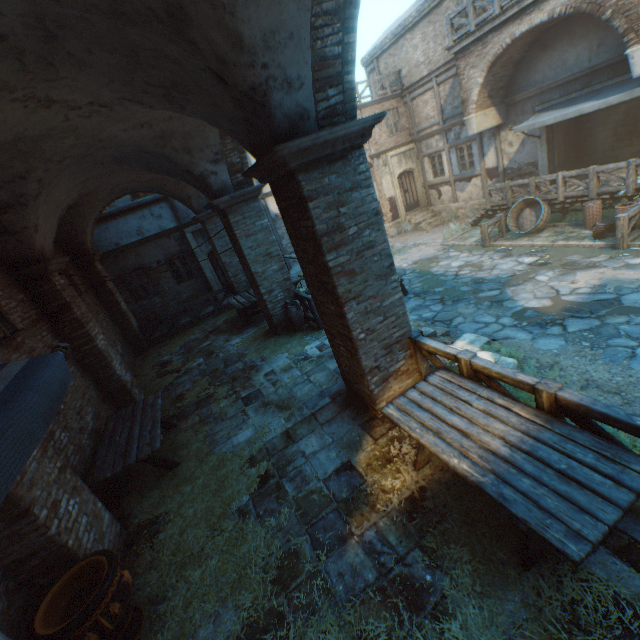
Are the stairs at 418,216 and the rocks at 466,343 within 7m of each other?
no

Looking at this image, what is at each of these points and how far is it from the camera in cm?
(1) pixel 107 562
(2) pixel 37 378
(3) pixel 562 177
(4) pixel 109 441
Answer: (1) ceramic pot, 330
(2) awning, 179
(3) fence, 1148
(4) table, 573

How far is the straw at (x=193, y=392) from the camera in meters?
7.8

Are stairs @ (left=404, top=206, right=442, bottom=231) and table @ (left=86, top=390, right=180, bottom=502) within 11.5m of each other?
no

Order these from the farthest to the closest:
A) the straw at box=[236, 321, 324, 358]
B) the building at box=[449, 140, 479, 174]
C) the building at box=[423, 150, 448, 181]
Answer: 1. the building at box=[423, 150, 448, 181]
2. the building at box=[449, 140, 479, 174]
3. the straw at box=[236, 321, 324, 358]

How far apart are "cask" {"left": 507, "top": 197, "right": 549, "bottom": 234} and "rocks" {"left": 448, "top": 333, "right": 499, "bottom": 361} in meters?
7.4

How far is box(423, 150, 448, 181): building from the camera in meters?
17.9
